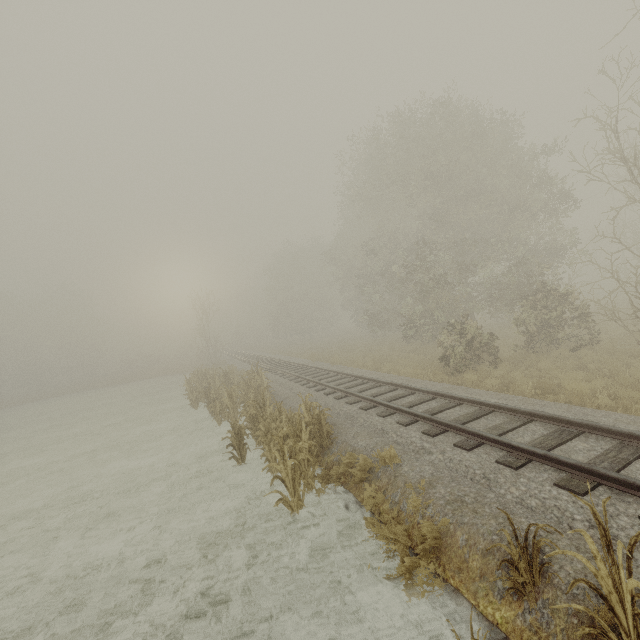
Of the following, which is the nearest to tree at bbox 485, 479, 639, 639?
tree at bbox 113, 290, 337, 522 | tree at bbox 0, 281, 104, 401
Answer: tree at bbox 113, 290, 337, 522

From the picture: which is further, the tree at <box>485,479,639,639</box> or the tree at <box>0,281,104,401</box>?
the tree at <box>0,281,104,401</box>

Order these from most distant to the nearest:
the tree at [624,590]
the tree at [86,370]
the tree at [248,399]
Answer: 1. the tree at [86,370]
2. the tree at [248,399]
3. the tree at [624,590]

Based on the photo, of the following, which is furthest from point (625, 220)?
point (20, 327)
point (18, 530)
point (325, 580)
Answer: point (20, 327)

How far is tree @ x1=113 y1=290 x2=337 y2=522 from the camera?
6.71m

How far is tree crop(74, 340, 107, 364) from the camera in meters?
56.6

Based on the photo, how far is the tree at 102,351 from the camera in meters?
56.6
